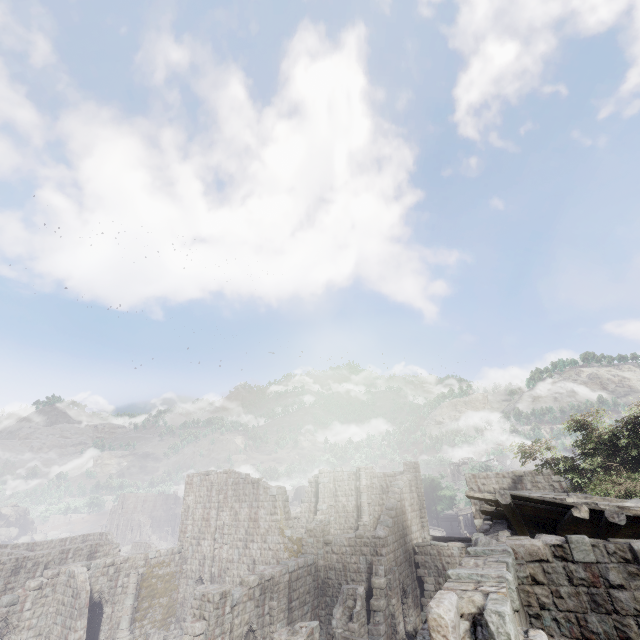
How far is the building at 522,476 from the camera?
21.3 meters

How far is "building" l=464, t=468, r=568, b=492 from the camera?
21.27m

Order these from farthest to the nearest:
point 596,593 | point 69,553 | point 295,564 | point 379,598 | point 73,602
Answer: point 69,553, point 295,564, point 73,602, point 379,598, point 596,593

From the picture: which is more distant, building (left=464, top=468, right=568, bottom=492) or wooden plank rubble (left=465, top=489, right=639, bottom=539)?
building (left=464, top=468, right=568, bottom=492)

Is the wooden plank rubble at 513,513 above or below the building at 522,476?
below

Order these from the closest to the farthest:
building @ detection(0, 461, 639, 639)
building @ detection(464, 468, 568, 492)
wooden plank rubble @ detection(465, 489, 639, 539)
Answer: building @ detection(0, 461, 639, 639)
wooden plank rubble @ detection(465, 489, 639, 539)
building @ detection(464, 468, 568, 492)

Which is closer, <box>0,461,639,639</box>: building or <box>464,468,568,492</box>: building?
<box>0,461,639,639</box>: building
